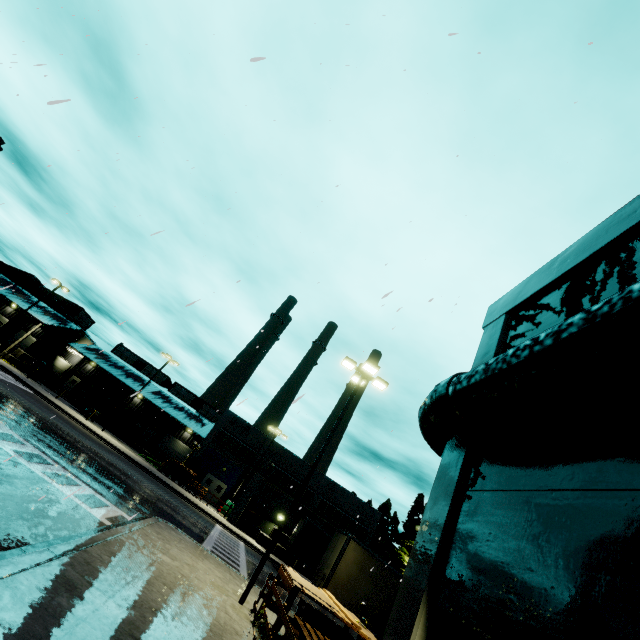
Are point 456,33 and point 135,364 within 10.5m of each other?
no

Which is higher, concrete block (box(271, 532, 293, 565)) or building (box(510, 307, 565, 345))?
building (box(510, 307, 565, 345))

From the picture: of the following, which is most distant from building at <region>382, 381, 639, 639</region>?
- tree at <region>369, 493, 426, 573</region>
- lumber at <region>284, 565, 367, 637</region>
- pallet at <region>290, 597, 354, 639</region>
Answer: lumber at <region>284, 565, 367, 637</region>

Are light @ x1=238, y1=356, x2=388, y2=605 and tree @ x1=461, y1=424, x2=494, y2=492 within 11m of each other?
yes

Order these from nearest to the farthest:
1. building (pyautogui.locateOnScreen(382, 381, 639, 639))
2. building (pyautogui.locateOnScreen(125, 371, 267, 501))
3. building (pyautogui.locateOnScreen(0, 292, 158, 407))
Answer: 1. building (pyautogui.locateOnScreen(382, 381, 639, 639))
2. building (pyautogui.locateOnScreen(125, 371, 267, 501))
3. building (pyautogui.locateOnScreen(0, 292, 158, 407))

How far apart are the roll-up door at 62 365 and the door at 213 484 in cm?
2712

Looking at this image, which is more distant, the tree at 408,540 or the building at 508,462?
the tree at 408,540

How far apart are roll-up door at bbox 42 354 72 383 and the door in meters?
27.1 m
